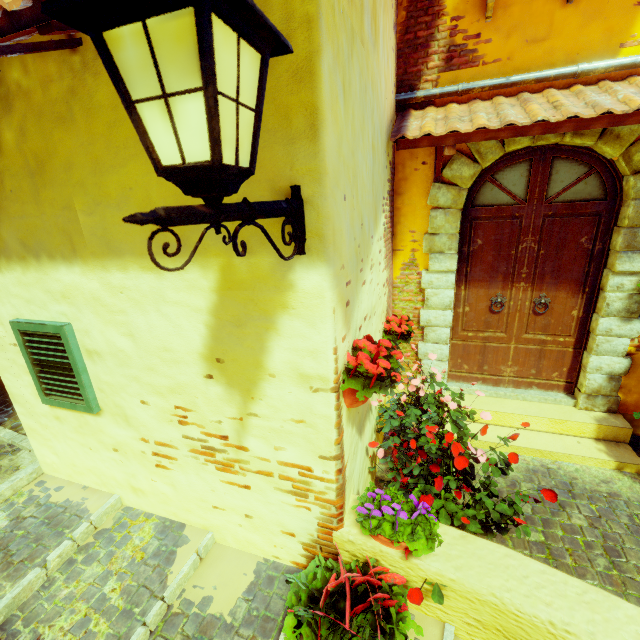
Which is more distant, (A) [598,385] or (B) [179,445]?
(A) [598,385]

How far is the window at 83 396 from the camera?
2.2m

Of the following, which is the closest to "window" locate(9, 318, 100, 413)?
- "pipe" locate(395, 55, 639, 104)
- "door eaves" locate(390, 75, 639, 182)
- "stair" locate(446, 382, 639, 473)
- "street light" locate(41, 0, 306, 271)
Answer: "stair" locate(446, 382, 639, 473)

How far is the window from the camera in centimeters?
222cm

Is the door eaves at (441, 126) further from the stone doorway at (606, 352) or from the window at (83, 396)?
the window at (83, 396)

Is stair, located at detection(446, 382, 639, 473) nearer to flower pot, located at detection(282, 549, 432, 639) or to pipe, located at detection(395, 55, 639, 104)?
flower pot, located at detection(282, 549, 432, 639)

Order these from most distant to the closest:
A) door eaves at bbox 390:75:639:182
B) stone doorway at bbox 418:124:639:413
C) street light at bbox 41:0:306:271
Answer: stone doorway at bbox 418:124:639:413 → door eaves at bbox 390:75:639:182 → street light at bbox 41:0:306:271

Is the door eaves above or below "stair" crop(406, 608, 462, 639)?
above
